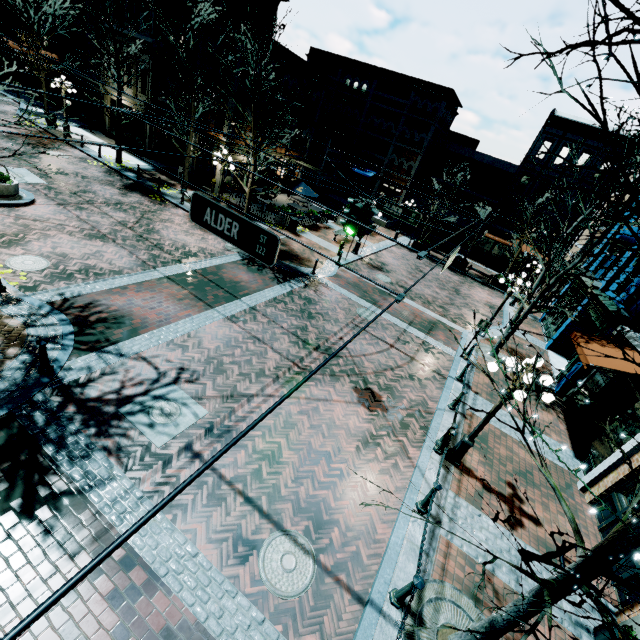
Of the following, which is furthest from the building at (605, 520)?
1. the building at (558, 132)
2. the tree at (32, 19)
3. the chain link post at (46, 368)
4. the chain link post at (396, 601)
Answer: the tree at (32, 19)

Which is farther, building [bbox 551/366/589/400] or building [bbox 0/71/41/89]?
building [bbox 0/71/41/89]

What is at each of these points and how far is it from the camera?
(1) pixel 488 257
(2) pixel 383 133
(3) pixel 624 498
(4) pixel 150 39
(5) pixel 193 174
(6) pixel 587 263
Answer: (1) building, 33.72m
(2) building, 31.78m
(3) building, 8.33m
(4) building, 21.12m
(5) building, 23.73m
(6) building, 16.89m

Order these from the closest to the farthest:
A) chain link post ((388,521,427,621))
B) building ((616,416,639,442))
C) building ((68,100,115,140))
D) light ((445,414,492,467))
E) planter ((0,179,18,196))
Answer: chain link post ((388,521,427,621))
light ((445,414,492,467))
building ((616,416,639,442))
planter ((0,179,18,196))
building ((68,100,115,140))

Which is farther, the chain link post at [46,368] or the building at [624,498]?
the building at [624,498]

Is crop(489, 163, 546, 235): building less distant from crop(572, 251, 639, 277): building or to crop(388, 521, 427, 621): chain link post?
crop(572, 251, 639, 277): building

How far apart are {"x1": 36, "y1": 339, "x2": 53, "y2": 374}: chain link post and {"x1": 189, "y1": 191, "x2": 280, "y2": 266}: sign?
4.64m
